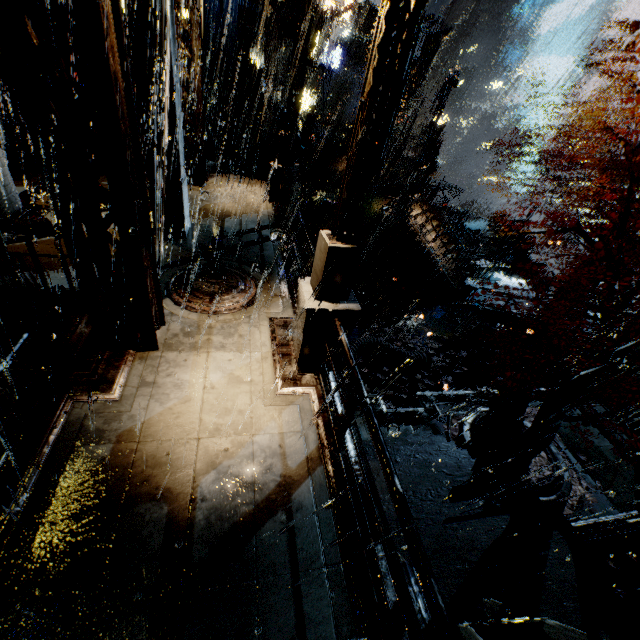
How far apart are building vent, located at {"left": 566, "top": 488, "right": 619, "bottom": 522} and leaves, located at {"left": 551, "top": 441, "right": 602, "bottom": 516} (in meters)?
0.00

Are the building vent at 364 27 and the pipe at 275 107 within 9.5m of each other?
no

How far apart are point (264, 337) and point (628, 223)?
10.3m

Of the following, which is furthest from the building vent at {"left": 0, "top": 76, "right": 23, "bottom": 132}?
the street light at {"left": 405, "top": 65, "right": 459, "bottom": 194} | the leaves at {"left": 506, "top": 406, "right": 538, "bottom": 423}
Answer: the leaves at {"left": 506, "top": 406, "right": 538, "bottom": 423}

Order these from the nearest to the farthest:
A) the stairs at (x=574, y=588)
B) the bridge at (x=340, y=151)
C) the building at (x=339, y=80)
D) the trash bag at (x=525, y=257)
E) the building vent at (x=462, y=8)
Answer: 1. the stairs at (x=574, y=588)
2. the trash bag at (x=525, y=257)
3. the bridge at (x=340, y=151)
4. the building at (x=339, y=80)
5. the building vent at (x=462, y=8)

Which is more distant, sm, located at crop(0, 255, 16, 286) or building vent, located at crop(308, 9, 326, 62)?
building vent, located at crop(308, 9, 326, 62)

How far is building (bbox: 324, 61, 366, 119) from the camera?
49.62m

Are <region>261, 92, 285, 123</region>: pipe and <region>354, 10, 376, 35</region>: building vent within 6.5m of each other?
no
